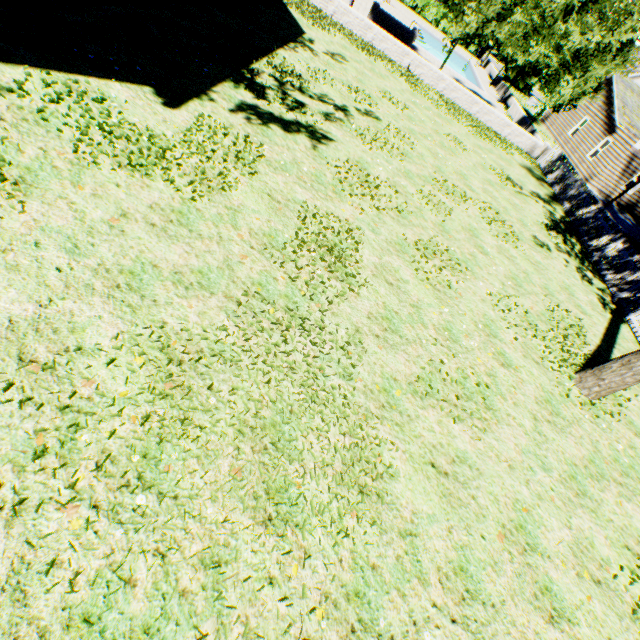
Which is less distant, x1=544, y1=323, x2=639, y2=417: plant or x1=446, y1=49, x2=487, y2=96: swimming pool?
x1=544, y1=323, x2=639, y2=417: plant

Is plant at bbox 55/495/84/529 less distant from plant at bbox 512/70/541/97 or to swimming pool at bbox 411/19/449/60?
plant at bbox 512/70/541/97

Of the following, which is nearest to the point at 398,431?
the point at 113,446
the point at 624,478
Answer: the point at 113,446

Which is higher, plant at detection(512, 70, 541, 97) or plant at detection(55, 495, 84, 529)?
plant at detection(512, 70, 541, 97)

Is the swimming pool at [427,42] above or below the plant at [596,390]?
below

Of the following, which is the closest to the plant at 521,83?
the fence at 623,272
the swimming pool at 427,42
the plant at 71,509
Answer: the fence at 623,272

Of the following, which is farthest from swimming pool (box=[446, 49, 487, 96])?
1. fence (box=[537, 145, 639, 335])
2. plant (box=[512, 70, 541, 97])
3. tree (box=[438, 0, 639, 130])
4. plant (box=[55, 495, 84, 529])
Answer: plant (box=[55, 495, 84, 529])

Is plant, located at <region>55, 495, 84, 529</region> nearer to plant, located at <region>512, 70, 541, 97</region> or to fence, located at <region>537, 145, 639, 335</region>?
fence, located at <region>537, 145, 639, 335</region>
